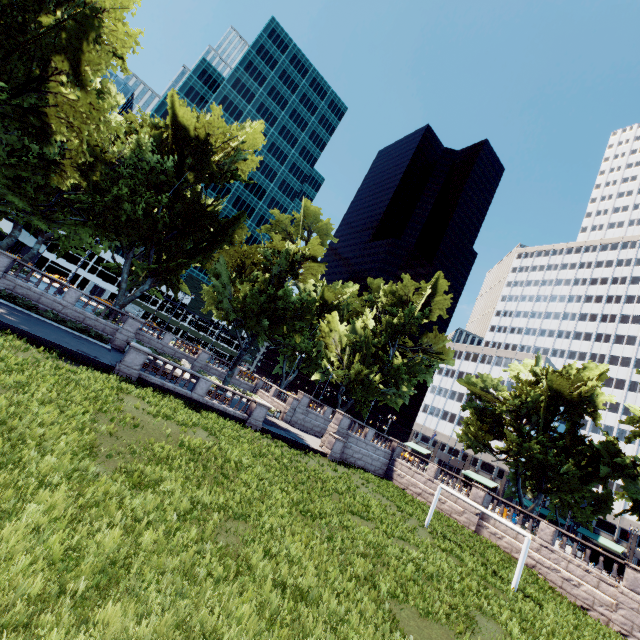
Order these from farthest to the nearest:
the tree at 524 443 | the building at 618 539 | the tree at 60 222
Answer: the building at 618 539 → the tree at 524 443 → the tree at 60 222

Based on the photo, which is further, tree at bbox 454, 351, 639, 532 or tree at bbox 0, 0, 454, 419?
tree at bbox 454, 351, 639, 532

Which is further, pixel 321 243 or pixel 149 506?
pixel 321 243

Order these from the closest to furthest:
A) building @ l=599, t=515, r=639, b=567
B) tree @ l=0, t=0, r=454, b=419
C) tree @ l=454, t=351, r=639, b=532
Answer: tree @ l=0, t=0, r=454, b=419 < tree @ l=454, t=351, r=639, b=532 < building @ l=599, t=515, r=639, b=567

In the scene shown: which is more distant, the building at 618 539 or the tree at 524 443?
the building at 618 539

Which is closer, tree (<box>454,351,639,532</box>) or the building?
tree (<box>454,351,639,532</box>)

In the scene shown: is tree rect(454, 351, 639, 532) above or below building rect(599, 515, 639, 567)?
above
